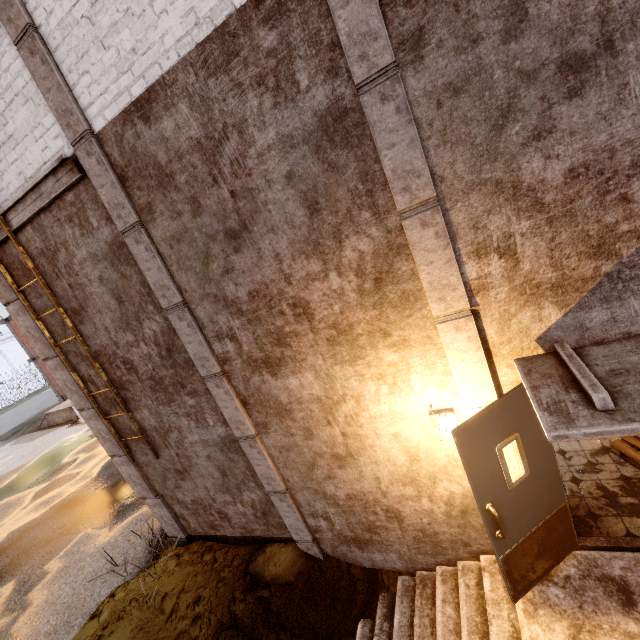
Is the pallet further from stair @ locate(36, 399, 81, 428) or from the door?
stair @ locate(36, 399, 81, 428)

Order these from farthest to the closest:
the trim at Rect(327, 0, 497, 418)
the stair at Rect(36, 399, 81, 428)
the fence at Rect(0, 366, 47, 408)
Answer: the fence at Rect(0, 366, 47, 408)
the stair at Rect(36, 399, 81, 428)
the trim at Rect(327, 0, 497, 418)

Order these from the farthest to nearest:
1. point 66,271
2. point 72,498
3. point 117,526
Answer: point 72,498 → point 117,526 → point 66,271

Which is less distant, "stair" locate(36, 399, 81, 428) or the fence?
"stair" locate(36, 399, 81, 428)

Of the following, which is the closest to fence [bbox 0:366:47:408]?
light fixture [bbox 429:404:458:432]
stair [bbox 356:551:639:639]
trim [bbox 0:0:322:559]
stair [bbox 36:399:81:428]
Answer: trim [bbox 0:0:322:559]

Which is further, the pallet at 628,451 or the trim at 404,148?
the pallet at 628,451

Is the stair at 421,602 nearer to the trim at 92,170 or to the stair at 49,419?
the trim at 92,170

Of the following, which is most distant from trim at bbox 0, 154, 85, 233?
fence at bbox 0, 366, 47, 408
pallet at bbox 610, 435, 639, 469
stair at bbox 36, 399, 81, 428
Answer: stair at bbox 36, 399, 81, 428
